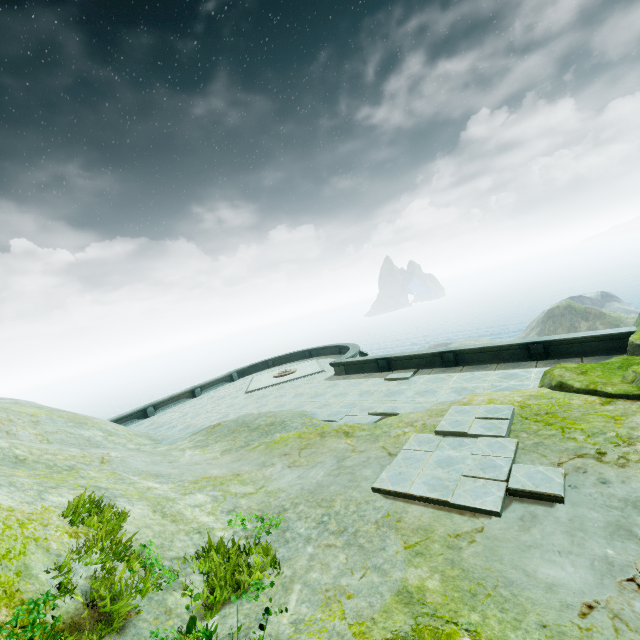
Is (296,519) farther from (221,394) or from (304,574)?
(221,394)
